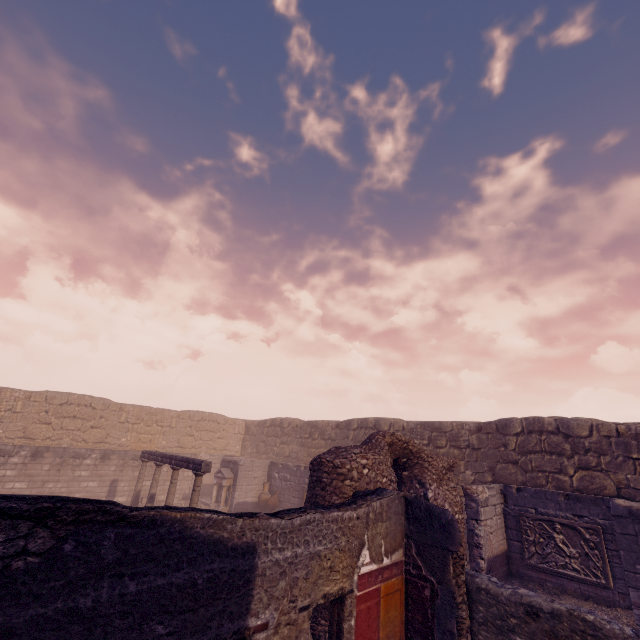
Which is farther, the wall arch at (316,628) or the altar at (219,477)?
the altar at (219,477)

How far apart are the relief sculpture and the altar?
12.4m

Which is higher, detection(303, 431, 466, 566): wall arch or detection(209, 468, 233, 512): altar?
detection(303, 431, 466, 566): wall arch

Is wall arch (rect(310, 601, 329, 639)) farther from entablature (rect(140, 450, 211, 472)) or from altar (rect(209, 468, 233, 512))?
altar (rect(209, 468, 233, 512))

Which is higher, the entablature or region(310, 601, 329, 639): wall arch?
the entablature

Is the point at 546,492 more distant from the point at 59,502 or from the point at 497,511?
the point at 59,502

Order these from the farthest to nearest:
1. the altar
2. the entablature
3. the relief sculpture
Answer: the altar → the entablature → the relief sculpture

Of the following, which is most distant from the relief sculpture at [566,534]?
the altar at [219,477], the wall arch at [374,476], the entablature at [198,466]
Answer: the altar at [219,477]
